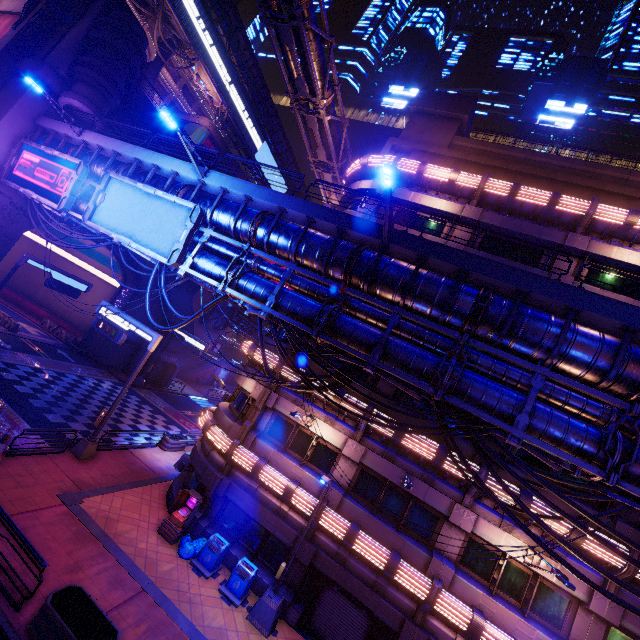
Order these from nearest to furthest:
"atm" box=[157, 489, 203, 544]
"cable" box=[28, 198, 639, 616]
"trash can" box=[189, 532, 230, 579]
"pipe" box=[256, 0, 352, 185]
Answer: "cable" box=[28, 198, 639, 616] → "trash can" box=[189, 532, 230, 579] → "atm" box=[157, 489, 203, 544] → "pipe" box=[256, 0, 352, 185]

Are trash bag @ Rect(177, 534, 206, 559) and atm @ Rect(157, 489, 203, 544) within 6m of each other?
yes

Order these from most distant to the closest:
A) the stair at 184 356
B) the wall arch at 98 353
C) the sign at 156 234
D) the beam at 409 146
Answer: the stair at 184 356 → the wall arch at 98 353 → the beam at 409 146 → the sign at 156 234

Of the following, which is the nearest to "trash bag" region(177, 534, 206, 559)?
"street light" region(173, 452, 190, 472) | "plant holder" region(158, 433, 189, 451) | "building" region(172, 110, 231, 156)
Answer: "street light" region(173, 452, 190, 472)

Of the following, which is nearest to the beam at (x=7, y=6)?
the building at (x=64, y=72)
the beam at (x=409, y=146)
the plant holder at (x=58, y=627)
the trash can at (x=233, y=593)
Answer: the building at (x=64, y=72)

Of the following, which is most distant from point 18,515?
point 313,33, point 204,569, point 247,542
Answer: point 313,33

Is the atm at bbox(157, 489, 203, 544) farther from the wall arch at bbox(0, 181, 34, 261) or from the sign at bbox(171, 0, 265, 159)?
the sign at bbox(171, 0, 265, 159)

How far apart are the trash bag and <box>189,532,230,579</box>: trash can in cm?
1
